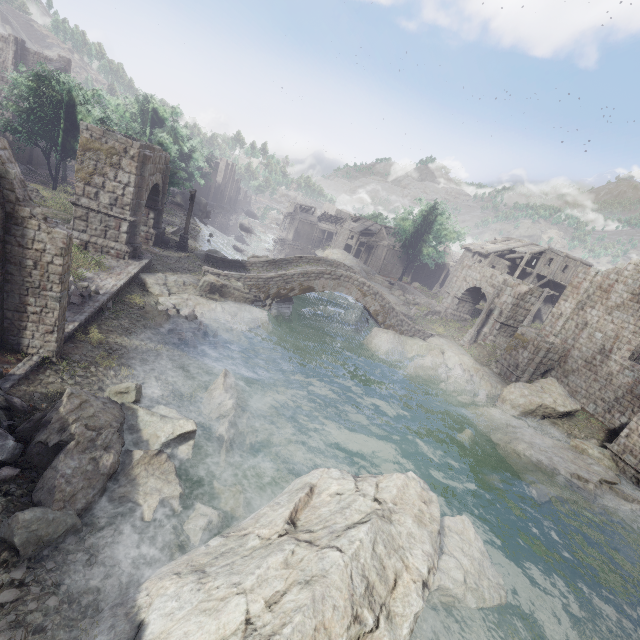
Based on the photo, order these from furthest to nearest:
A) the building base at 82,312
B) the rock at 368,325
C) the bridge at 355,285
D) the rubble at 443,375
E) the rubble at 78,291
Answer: the rock at 368,325 → the bridge at 355,285 → the rubble at 443,375 → the rubble at 78,291 → the building base at 82,312

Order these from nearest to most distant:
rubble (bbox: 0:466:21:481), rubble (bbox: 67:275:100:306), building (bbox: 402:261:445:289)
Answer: rubble (bbox: 0:466:21:481)
rubble (bbox: 67:275:100:306)
building (bbox: 402:261:445:289)

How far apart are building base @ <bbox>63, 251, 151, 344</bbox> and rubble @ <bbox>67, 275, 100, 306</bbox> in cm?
1

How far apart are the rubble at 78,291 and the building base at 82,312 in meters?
0.0

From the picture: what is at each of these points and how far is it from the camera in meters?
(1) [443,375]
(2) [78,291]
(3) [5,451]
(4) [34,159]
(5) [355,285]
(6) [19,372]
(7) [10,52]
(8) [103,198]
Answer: (1) rubble, 22.6 m
(2) rubble, 12.5 m
(3) rubble, 6.2 m
(4) building, 39.3 m
(5) bridge, 24.5 m
(6) building base, 8.3 m
(7) building, 40.6 m
(8) stone arch, 16.6 m

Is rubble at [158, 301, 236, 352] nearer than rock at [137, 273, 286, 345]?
Yes

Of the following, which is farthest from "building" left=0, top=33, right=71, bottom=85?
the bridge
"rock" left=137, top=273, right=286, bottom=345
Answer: "rock" left=137, top=273, right=286, bottom=345

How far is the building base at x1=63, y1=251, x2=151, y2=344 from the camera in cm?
1122
